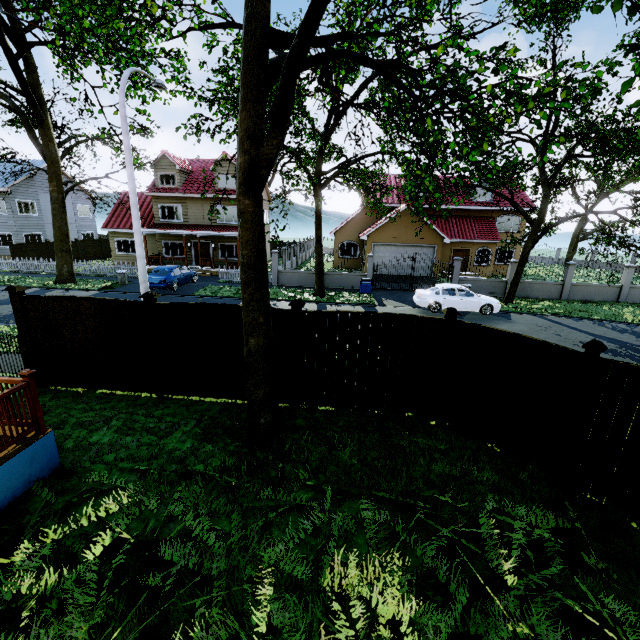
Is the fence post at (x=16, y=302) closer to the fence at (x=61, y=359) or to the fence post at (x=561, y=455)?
the fence at (x=61, y=359)

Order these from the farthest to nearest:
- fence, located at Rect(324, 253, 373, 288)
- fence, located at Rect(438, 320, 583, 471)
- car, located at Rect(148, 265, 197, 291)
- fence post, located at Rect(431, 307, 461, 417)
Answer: fence, located at Rect(324, 253, 373, 288)
car, located at Rect(148, 265, 197, 291)
fence post, located at Rect(431, 307, 461, 417)
fence, located at Rect(438, 320, 583, 471)

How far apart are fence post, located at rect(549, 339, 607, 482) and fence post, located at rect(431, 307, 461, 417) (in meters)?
2.04

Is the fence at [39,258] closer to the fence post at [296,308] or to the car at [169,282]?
the fence post at [296,308]

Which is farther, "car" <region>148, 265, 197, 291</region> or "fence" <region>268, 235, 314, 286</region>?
"fence" <region>268, 235, 314, 286</region>

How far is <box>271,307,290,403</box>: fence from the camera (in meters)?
7.17

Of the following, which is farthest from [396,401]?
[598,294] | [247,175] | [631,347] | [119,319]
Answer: [598,294]

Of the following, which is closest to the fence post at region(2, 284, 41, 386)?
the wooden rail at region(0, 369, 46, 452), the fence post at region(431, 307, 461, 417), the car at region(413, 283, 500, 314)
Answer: the wooden rail at region(0, 369, 46, 452)
